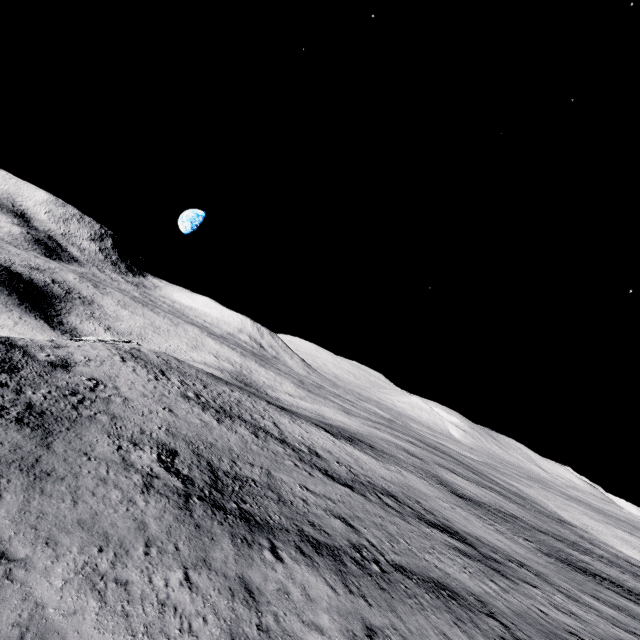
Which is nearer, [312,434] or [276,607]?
[276,607]
